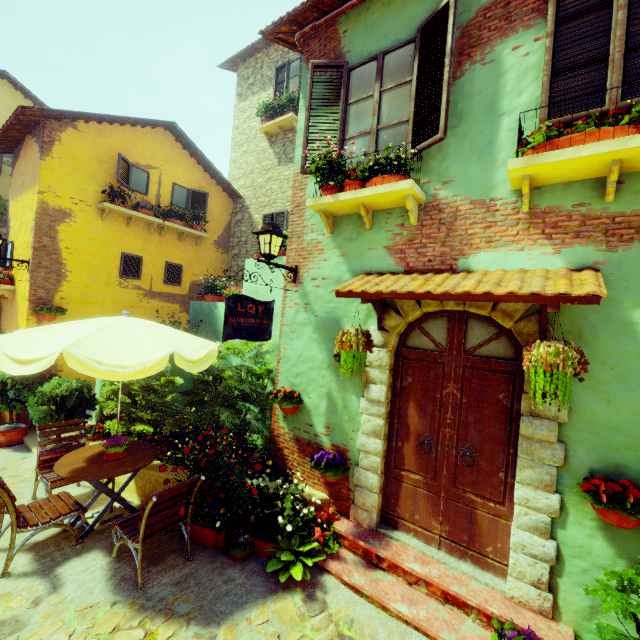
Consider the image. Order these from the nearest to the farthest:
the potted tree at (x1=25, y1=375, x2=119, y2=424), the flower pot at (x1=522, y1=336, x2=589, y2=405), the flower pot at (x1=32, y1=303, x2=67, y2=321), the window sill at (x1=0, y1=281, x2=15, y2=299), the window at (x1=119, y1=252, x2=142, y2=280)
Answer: the flower pot at (x1=522, y1=336, x2=589, y2=405)
the potted tree at (x1=25, y1=375, x2=119, y2=424)
the flower pot at (x1=32, y1=303, x2=67, y2=321)
the window sill at (x1=0, y1=281, x2=15, y2=299)
the window at (x1=119, y1=252, x2=142, y2=280)

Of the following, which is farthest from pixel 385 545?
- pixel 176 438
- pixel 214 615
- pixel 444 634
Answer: pixel 176 438

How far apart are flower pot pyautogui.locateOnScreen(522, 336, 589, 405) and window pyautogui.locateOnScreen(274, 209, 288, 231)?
8.2m

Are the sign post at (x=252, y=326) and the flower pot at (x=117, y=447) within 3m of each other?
yes

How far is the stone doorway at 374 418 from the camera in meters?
3.3 m

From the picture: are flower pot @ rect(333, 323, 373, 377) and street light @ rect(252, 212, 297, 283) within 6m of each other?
yes

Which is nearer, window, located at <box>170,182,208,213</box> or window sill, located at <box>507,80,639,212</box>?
window sill, located at <box>507,80,639,212</box>

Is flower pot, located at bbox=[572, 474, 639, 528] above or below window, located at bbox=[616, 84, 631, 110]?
below
